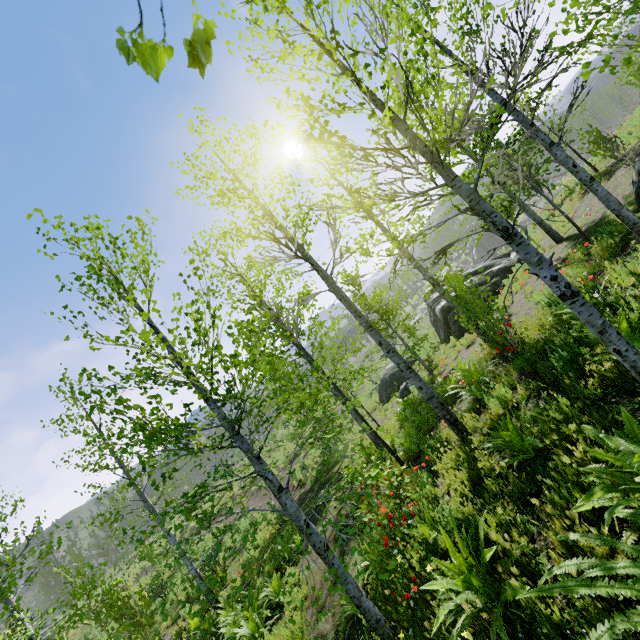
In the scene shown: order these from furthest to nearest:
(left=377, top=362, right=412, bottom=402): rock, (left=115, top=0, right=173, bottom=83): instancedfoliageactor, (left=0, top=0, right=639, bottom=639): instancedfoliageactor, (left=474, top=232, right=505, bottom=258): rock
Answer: (left=474, top=232, right=505, bottom=258): rock
(left=377, top=362, right=412, bottom=402): rock
(left=0, top=0, right=639, bottom=639): instancedfoliageactor
(left=115, top=0, right=173, bottom=83): instancedfoliageactor

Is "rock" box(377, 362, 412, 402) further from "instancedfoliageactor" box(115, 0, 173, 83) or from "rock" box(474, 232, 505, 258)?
"rock" box(474, 232, 505, 258)

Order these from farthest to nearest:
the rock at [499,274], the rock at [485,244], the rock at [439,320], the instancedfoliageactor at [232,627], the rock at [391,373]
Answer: the rock at [485,244] → the rock at [391,373] → the rock at [439,320] → the rock at [499,274] → the instancedfoliageactor at [232,627]

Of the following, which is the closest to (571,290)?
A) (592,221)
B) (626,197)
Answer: (626,197)

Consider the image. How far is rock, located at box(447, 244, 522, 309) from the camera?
15.1m

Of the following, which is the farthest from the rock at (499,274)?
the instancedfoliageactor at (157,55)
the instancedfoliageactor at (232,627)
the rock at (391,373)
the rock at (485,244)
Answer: the rock at (485,244)

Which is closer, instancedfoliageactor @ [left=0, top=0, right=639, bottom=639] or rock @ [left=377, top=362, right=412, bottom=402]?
instancedfoliageactor @ [left=0, top=0, right=639, bottom=639]

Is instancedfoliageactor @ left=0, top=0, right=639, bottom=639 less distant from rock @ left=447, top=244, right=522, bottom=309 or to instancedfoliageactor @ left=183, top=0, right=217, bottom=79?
instancedfoliageactor @ left=183, top=0, right=217, bottom=79
